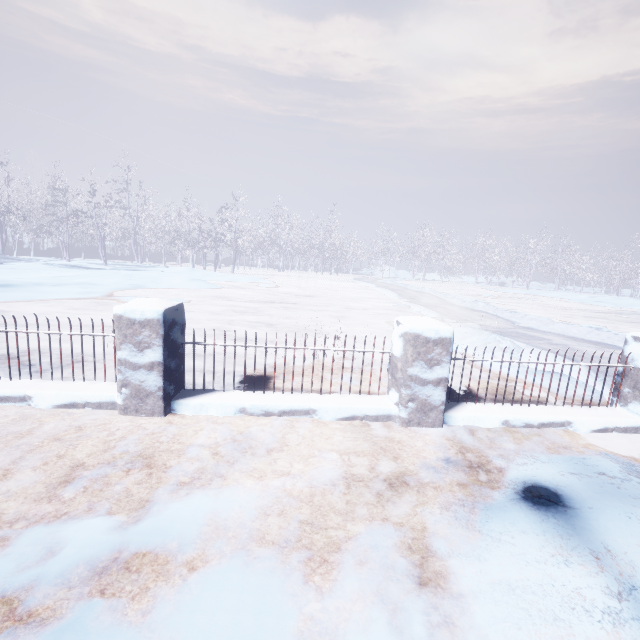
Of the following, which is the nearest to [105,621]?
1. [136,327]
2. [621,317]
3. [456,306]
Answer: [136,327]
